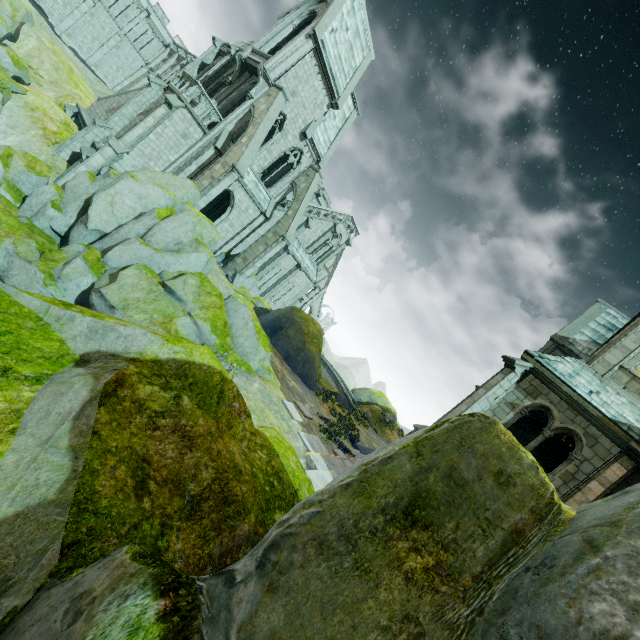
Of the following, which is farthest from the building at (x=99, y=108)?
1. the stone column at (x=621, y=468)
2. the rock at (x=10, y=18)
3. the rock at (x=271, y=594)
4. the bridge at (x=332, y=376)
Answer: the rock at (x=271, y=594)

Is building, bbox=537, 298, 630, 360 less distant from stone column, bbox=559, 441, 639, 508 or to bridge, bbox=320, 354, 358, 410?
bridge, bbox=320, 354, 358, 410

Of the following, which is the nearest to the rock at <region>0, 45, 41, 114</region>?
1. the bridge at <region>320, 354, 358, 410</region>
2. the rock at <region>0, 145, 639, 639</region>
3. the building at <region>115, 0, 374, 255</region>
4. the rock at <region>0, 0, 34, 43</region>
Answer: the rock at <region>0, 0, 34, 43</region>

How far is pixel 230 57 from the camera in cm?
2577

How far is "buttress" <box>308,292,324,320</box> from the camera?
48.59m

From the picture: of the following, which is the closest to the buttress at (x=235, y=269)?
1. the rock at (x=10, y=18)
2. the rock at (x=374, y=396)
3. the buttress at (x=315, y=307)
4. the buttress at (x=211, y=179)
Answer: the buttress at (x=211, y=179)

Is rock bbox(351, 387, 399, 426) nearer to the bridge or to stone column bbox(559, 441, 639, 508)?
the bridge

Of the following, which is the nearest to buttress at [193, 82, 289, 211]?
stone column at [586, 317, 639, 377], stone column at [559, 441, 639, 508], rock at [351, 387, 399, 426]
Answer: stone column at [586, 317, 639, 377]
